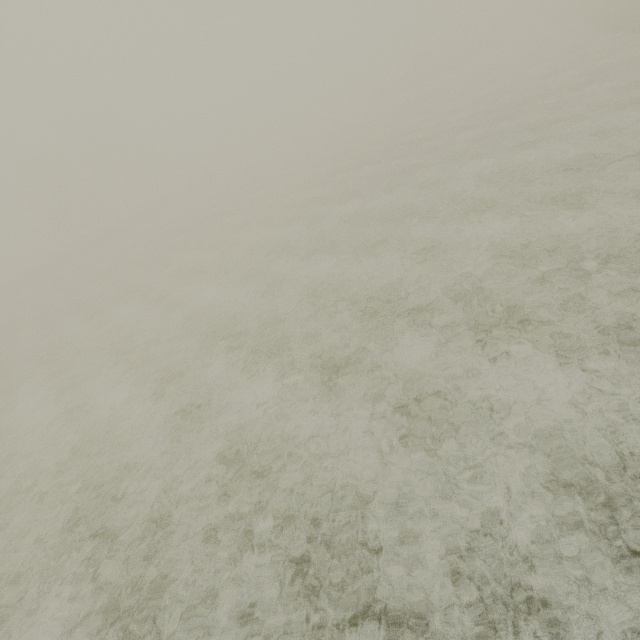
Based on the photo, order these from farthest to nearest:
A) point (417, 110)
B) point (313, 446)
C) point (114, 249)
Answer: point (114, 249) → point (417, 110) → point (313, 446)
